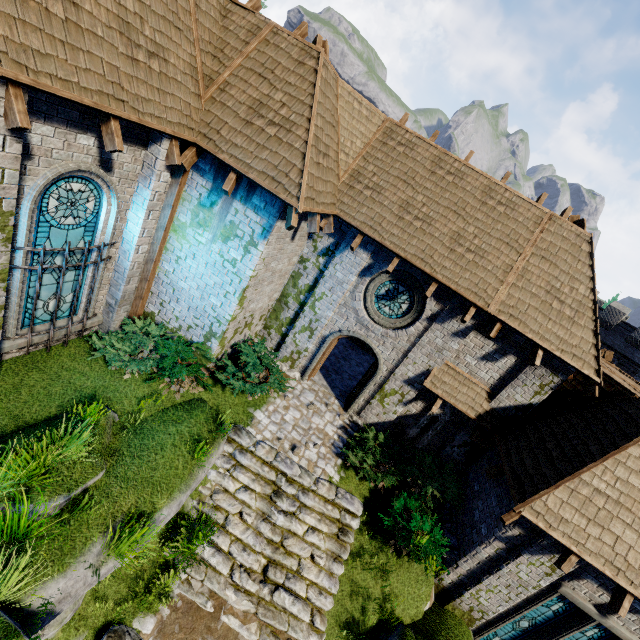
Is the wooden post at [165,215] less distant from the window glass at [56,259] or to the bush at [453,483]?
the window glass at [56,259]

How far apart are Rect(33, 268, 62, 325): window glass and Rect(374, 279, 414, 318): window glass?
7.7m

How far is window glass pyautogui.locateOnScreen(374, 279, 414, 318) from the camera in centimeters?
1043cm

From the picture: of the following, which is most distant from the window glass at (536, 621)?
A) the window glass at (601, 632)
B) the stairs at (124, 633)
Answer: the stairs at (124, 633)

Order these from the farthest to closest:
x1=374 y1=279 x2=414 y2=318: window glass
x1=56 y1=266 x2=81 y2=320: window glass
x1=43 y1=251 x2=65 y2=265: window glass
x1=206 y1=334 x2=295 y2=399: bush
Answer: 1. x1=374 y1=279 x2=414 y2=318: window glass
2. x1=206 y1=334 x2=295 y2=399: bush
3. x1=56 y1=266 x2=81 y2=320: window glass
4. x1=43 y1=251 x2=65 y2=265: window glass

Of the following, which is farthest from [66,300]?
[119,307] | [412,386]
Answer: [412,386]

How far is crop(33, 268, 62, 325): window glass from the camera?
7.0 meters

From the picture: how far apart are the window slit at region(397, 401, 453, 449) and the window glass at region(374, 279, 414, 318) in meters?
3.0
